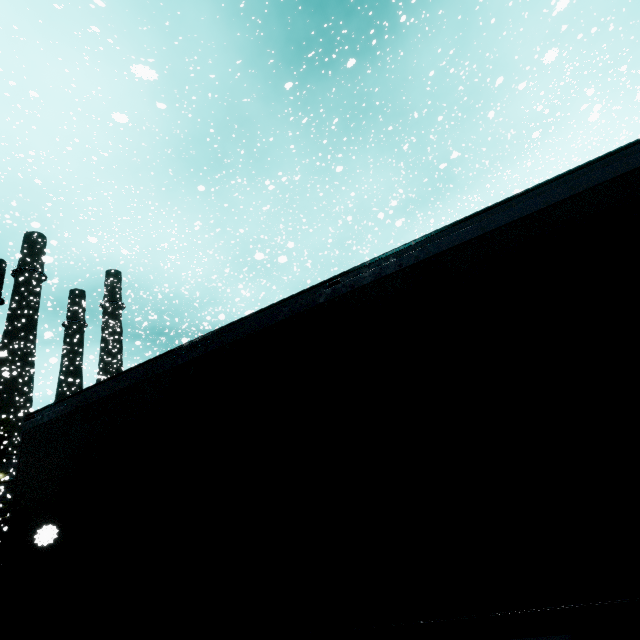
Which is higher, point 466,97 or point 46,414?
point 466,97
